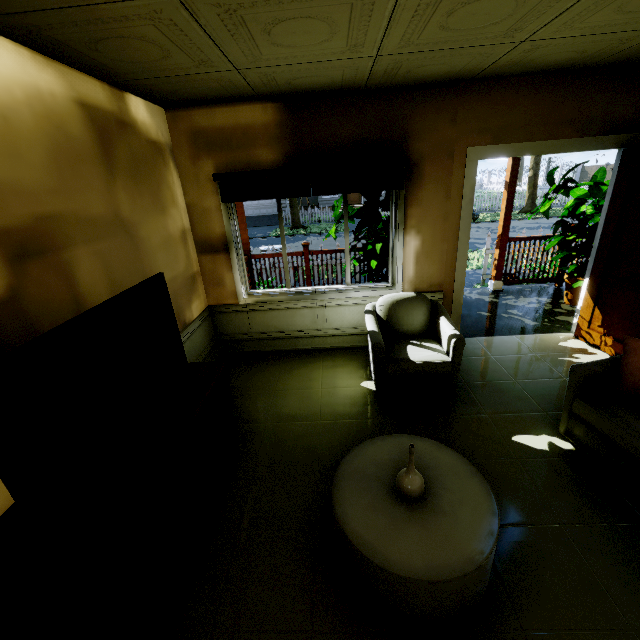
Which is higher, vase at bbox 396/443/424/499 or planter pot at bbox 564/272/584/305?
vase at bbox 396/443/424/499

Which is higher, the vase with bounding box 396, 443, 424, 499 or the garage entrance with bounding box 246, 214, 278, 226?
the vase with bounding box 396, 443, 424, 499

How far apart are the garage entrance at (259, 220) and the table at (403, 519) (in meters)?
21.74

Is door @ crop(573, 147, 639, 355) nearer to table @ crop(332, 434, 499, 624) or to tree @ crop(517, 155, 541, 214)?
table @ crop(332, 434, 499, 624)

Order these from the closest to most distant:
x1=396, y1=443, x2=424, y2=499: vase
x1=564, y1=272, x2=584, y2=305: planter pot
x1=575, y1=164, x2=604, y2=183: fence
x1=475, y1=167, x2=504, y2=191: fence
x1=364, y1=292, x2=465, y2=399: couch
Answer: x1=396, y1=443, x2=424, y2=499: vase, x1=364, y1=292, x2=465, y2=399: couch, x1=564, y1=272, x2=584, y2=305: planter pot, x1=475, y1=167, x2=504, y2=191: fence, x1=575, y1=164, x2=604, y2=183: fence

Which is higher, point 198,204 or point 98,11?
point 98,11

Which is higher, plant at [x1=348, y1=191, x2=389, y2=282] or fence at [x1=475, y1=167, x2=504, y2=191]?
plant at [x1=348, y1=191, x2=389, y2=282]

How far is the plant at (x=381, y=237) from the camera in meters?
4.1
